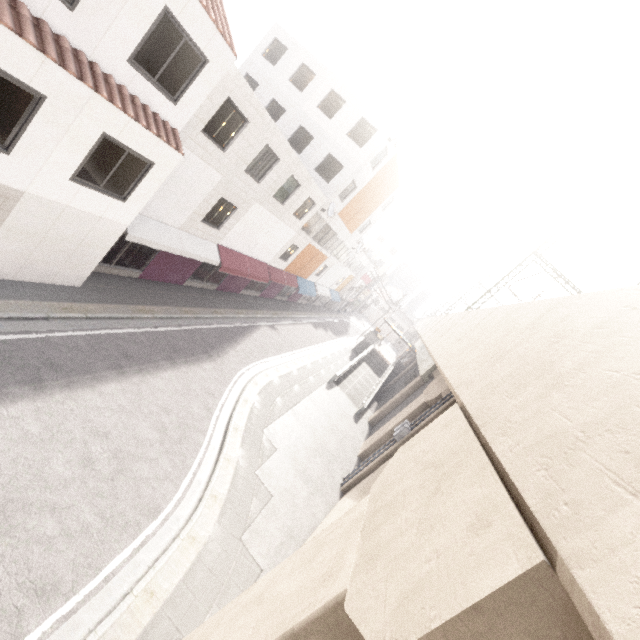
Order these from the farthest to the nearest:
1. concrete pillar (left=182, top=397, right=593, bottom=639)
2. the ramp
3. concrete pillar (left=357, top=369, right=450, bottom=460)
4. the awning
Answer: the ramp < concrete pillar (left=357, top=369, right=450, bottom=460) < the awning < concrete pillar (left=182, top=397, right=593, bottom=639)

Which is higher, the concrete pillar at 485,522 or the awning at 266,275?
the concrete pillar at 485,522

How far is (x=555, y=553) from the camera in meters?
2.0 m

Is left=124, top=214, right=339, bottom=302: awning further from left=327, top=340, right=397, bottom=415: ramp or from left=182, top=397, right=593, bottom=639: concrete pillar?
left=182, top=397, right=593, bottom=639: concrete pillar

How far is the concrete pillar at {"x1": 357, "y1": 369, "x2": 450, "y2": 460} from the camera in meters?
16.8 m

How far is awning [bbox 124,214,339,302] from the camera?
12.0m

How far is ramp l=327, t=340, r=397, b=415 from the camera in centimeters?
2486cm

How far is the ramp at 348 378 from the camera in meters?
24.9 m
